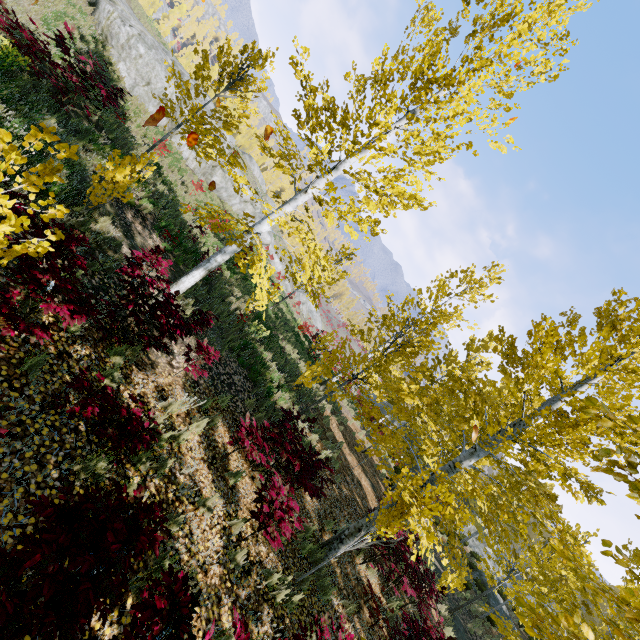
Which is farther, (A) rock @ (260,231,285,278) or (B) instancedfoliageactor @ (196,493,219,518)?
(A) rock @ (260,231,285,278)

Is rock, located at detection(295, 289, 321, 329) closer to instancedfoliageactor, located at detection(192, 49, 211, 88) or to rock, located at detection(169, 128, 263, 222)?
rock, located at detection(169, 128, 263, 222)

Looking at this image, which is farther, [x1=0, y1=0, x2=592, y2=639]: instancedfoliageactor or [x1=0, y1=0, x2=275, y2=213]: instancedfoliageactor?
[x1=0, y1=0, x2=275, y2=213]: instancedfoliageactor

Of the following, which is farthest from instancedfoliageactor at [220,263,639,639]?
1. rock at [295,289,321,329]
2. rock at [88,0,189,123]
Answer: rock at [295,289,321,329]

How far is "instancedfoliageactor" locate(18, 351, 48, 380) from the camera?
3.65m

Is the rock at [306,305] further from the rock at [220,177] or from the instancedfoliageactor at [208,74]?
the instancedfoliageactor at [208,74]

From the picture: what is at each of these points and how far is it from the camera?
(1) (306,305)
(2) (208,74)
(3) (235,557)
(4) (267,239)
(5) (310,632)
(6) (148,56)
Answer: (1) rock, 51.31m
(2) instancedfoliageactor, 9.42m
(3) instancedfoliageactor, 4.81m
(4) rock, 34.38m
(5) instancedfoliageactor, 5.23m
(6) rock, 15.99m
